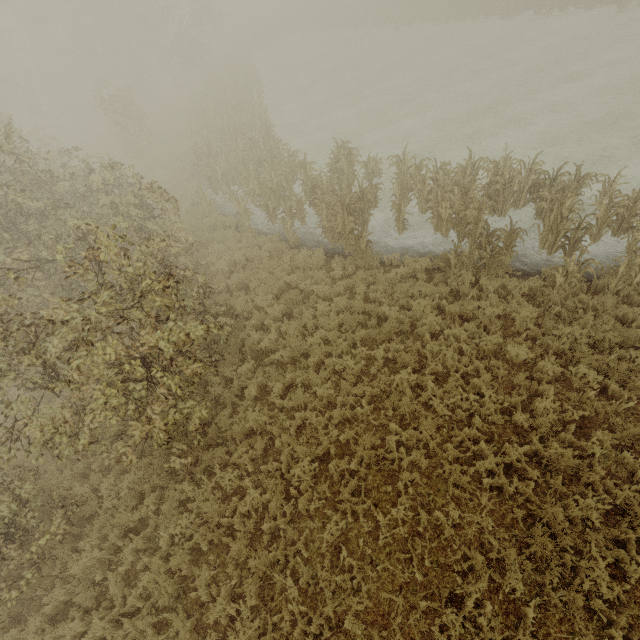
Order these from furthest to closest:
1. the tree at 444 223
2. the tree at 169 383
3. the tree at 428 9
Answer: the tree at 428 9
the tree at 444 223
the tree at 169 383

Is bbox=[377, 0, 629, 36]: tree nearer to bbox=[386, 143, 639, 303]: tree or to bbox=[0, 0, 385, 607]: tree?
bbox=[386, 143, 639, 303]: tree

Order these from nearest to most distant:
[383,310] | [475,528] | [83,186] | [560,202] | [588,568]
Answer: [588,568] < [475,528] < [383,310] < [560,202] < [83,186]

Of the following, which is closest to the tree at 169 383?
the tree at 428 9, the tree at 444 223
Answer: the tree at 444 223

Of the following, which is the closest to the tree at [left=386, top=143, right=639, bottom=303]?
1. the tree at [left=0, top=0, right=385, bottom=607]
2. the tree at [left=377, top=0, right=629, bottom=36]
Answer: → the tree at [left=0, top=0, right=385, bottom=607]

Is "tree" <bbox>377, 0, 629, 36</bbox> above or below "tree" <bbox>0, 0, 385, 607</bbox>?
below
